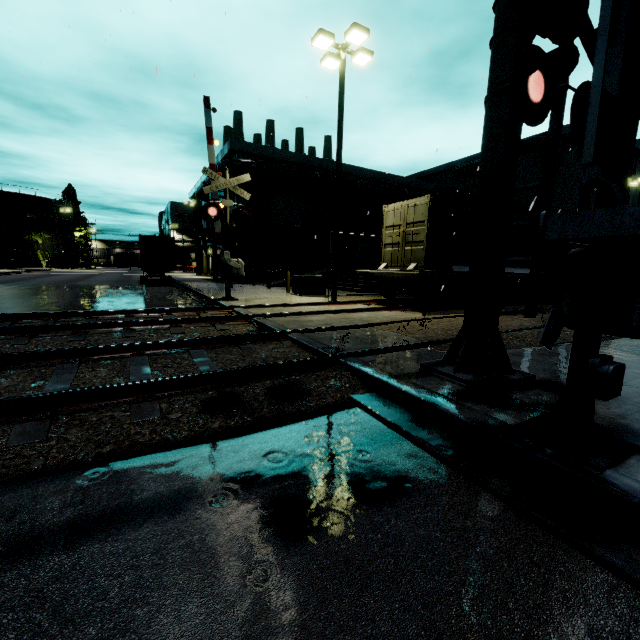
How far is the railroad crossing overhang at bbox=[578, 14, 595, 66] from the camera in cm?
358

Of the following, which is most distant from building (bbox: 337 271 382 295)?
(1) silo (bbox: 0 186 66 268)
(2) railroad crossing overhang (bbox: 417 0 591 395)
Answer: (2) railroad crossing overhang (bbox: 417 0 591 395)

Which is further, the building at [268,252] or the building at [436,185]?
the building at [436,185]

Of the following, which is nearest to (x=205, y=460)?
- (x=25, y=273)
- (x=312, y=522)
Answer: (x=312, y=522)

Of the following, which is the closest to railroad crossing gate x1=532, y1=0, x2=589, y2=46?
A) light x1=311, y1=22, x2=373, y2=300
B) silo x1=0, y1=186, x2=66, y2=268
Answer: light x1=311, y1=22, x2=373, y2=300

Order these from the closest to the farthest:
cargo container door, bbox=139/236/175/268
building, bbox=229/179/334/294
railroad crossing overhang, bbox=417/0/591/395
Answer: railroad crossing overhang, bbox=417/0/591/395
cargo container door, bbox=139/236/175/268
building, bbox=229/179/334/294

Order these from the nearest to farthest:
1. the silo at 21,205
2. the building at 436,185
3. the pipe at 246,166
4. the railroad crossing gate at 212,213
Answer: A: the railroad crossing gate at 212,213 < the pipe at 246,166 < the building at 436,185 < the silo at 21,205

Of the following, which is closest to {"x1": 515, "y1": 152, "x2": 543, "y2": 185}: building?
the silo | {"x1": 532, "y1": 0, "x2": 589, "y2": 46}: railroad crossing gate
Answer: the silo
